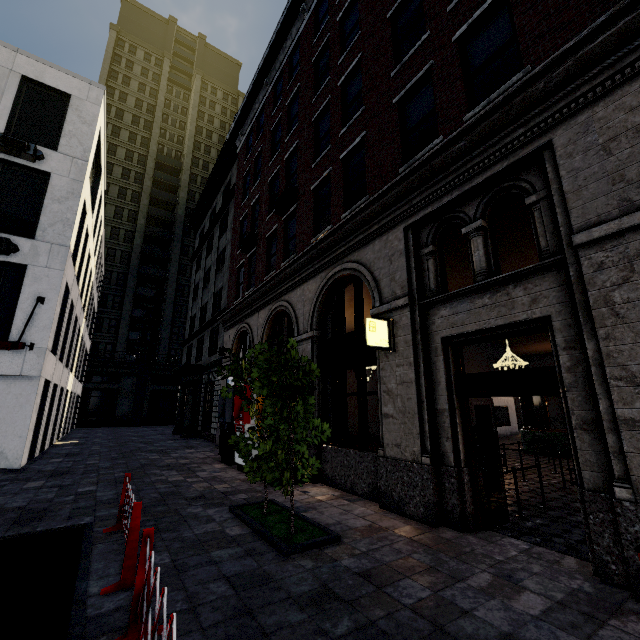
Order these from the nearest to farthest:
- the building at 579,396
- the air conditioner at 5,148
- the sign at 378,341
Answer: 1. the building at 579,396
2. the sign at 378,341
3. the air conditioner at 5,148

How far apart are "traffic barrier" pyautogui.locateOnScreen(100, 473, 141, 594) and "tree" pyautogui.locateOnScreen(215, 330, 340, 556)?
1.63m

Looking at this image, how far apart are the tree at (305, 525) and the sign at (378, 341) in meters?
2.5 m

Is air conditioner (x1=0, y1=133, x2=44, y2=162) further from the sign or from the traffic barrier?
the sign

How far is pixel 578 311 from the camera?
4.5 meters

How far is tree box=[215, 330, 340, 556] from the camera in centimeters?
504cm

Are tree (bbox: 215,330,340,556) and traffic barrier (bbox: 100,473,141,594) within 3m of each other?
yes

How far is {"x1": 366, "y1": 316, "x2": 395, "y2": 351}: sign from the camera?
6.7 meters
